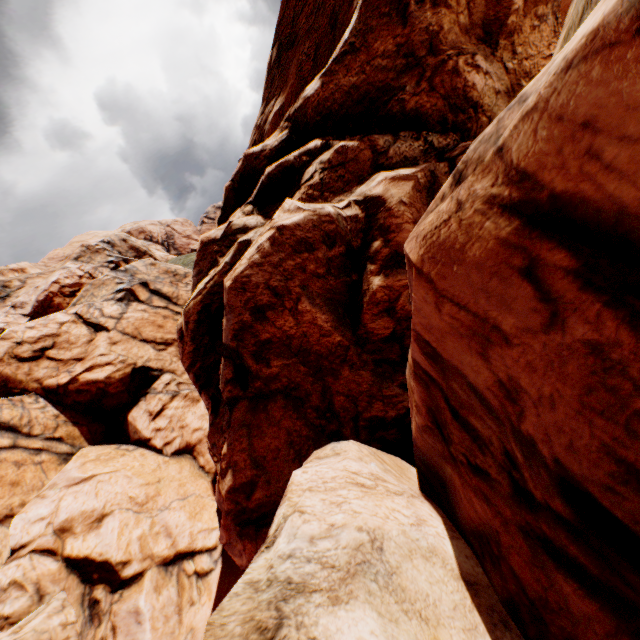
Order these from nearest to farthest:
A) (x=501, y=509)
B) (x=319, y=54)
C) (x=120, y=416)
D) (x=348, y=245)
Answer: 1. (x=501, y=509)
2. (x=348, y=245)
3. (x=319, y=54)
4. (x=120, y=416)
